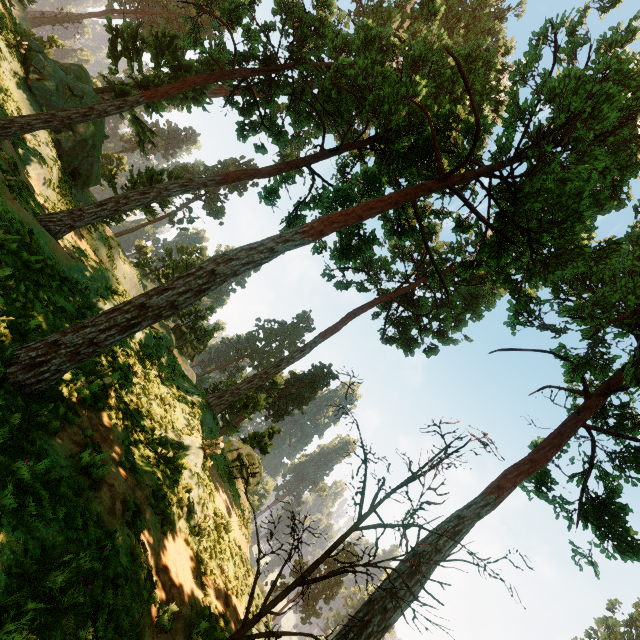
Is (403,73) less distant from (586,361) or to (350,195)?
(350,195)
